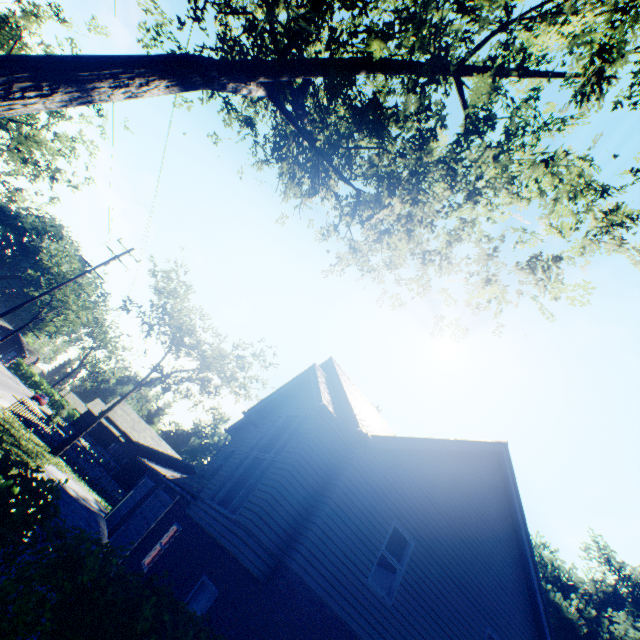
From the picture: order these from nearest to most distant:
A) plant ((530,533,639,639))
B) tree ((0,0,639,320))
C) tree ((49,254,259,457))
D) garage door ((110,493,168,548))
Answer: tree ((0,0,639,320))
garage door ((110,493,168,548))
plant ((530,533,639,639))
tree ((49,254,259,457))

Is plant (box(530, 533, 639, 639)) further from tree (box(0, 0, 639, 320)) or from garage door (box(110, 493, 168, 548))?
garage door (box(110, 493, 168, 548))

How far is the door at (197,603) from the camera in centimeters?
791cm

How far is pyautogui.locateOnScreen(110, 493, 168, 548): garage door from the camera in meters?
14.7 m

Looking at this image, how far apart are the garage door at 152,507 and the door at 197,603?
7.4 meters

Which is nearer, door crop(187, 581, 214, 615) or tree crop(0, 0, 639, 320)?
tree crop(0, 0, 639, 320)

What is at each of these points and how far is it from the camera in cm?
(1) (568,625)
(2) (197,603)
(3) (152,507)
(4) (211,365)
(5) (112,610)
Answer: (1) plant, 2545
(2) door, 818
(3) garage door, 1622
(4) tree, 2911
(5) hedge, 287

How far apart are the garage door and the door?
7.4m
